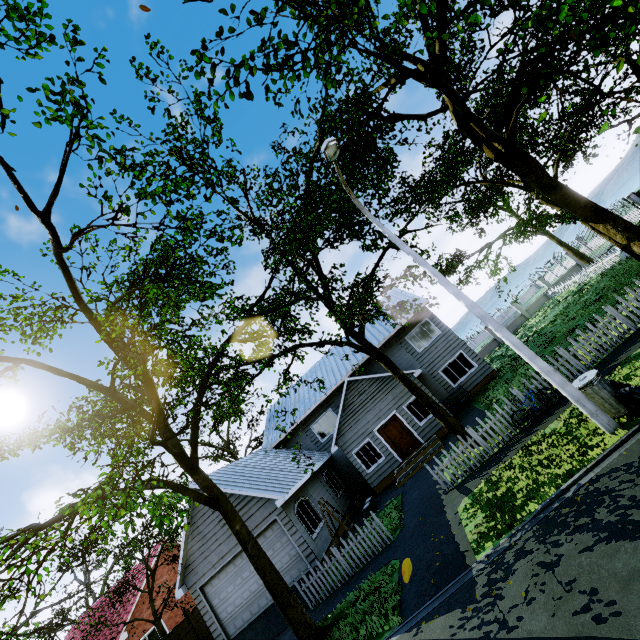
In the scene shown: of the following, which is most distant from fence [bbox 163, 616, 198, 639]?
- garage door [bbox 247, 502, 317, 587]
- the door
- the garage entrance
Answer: the door

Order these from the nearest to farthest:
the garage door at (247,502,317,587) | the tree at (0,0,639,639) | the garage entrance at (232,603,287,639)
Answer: the tree at (0,0,639,639) → the garage entrance at (232,603,287,639) → the garage door at (247,502,317,587)

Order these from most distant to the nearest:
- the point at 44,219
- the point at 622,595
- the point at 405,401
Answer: the point at 405,401 < the point at 44,219 < the point at 622,595

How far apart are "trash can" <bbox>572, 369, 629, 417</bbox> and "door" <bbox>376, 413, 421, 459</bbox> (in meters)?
11.06

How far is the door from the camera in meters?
17.7

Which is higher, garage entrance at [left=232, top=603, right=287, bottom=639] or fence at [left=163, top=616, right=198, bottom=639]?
fence at [left=163, top=616, right=198, bottom=639]

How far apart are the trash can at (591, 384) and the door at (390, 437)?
11.1m

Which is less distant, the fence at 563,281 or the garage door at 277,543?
the garage door at 277,543
